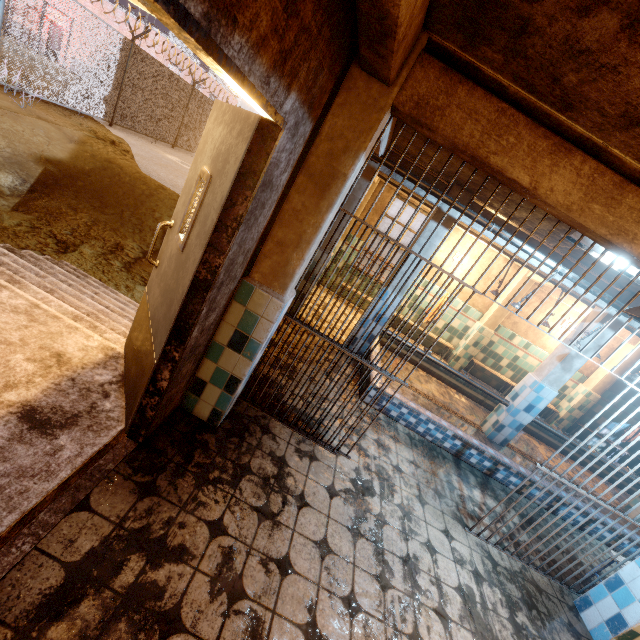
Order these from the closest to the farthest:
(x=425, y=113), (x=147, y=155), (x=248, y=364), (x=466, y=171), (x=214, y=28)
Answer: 1. (x=214, y=28)
2. (x=425, y=113)
3. (x=248, y=364)
4. (x=466, y=171)
5. (x=147, y=155)

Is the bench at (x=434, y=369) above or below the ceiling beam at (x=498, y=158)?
below

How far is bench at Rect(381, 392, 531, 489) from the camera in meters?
4.3 m

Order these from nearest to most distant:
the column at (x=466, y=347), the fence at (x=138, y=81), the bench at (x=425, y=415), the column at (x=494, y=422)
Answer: the bench at (x=425, y=415) < the column at (x=494, y=422) < the column at (x=466, y=347) < the fence at (x=138, y=81)

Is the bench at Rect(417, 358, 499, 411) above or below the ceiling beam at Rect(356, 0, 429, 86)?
below

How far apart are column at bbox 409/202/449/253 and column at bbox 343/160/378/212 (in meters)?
0.95

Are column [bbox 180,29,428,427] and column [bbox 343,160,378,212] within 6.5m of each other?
yes

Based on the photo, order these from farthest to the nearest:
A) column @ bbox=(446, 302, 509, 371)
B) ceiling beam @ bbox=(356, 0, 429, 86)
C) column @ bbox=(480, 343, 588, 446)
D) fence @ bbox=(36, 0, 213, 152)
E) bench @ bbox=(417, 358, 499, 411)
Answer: fence @ bbox=(36, 0, 213, 152) → column @ bbox=(446, 302, 509, 371) → bench @ bbox=(417, 358, 499, 411) → column @ bbox=(480, 343, 588, 446) → ceiling beam @ bbox=(356, 0, 429, 86)
